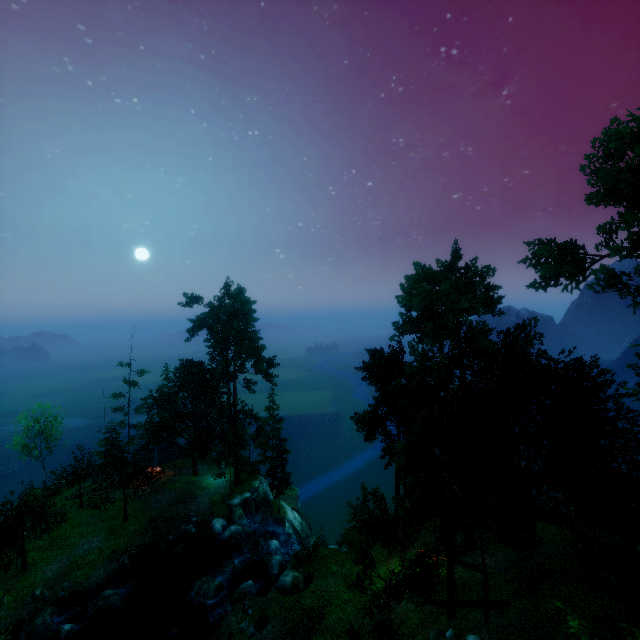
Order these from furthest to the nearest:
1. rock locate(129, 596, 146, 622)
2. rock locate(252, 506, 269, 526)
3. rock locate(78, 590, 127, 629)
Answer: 1. rock locate(252, 506, 269, 526)
2. rock locate(129, 596, 146, 622)
3. rock locate(78, 590, 127, 629)

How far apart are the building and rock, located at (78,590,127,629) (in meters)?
13.59

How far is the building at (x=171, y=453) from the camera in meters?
39.5

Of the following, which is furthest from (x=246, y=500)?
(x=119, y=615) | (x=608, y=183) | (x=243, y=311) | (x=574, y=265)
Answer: (x=608, y=183)

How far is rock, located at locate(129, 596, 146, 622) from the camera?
25.0m

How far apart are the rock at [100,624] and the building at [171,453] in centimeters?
1359cm

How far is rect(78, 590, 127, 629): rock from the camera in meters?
24.0 m

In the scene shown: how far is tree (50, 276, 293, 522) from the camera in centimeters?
3596cm
